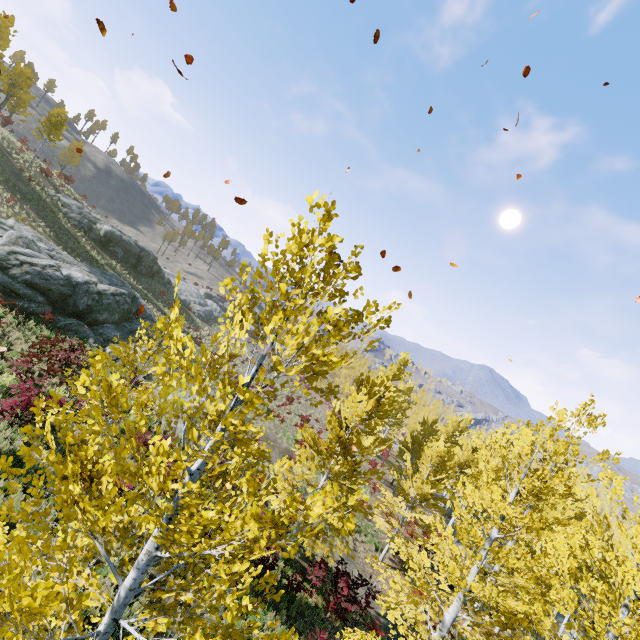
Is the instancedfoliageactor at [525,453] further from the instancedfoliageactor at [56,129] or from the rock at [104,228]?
the instancedfoliageactor at [56,129]

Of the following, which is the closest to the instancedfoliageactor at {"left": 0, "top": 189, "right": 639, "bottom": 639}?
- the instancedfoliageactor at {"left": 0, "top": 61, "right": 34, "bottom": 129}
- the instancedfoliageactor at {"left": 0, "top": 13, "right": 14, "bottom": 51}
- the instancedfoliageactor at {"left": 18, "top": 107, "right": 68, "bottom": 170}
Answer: the instancedfoliageactor at {"left": 18, "top": 107, "right": 68, "bottom": 170}

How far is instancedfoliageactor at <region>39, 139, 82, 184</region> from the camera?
35.82m

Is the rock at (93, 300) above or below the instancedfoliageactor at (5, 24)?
below

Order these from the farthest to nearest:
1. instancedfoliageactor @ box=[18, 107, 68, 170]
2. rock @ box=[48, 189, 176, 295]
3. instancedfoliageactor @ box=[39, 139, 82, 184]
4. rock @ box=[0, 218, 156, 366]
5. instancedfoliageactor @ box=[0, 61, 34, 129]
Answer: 1. instancedfoliageactor @ box=[39, 139, 82, 184]
2. rock @ box=[48, 189, 176, 295]
3. instancedfoliageactor @ box=[18, 107, 68, 170]
4. instancedfoliageactor @ box=[0, 61, 34, 129]
5. rock @ box=[0, 218, 156, 366]

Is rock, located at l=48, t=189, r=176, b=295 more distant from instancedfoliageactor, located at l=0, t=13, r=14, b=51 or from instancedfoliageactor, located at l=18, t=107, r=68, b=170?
instancedfoliageactor, located at l=0, t=13, r=14, b=51

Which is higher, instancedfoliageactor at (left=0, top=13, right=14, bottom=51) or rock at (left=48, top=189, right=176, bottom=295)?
instancedfoliageactor at (left=0, top=13, right=14, bottom=51)

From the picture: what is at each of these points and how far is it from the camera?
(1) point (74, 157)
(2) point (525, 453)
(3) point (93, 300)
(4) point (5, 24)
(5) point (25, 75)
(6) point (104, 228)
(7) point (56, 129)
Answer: (1) instancedfoliageactor, 50.7 meters
(2) instancedfoliageactor, 8.8 meters
(3) rock, 20.7 meters
(4) instancedfoliageactor, 36.8 meters
(5) instancedfoliageactor, 32.4 meters
(6) rock, 36.5 meters
(7) instancedfoliageactor, 33.0 meters
